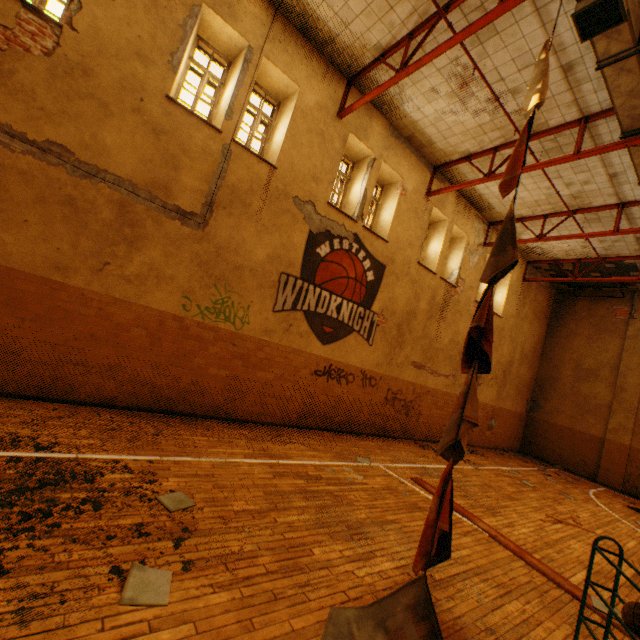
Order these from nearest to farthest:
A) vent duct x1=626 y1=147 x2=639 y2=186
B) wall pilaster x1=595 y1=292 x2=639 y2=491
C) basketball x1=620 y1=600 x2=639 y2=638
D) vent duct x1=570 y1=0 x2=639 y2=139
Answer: basketball x1=620 y1=600 x2=639 y2=638, vent duct x1=570 y1=0 x2=639 y2=139, vent duct x1=626 y1=147 x2=639 y2=186, wall pilaster x1=595 y1=292 x2=639 y2=491

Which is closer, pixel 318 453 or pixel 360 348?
pixel 318 453

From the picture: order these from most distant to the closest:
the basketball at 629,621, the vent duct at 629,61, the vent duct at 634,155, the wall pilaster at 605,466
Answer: the wall pilaster at 605,466 < the vent duct at 634,155 < the vent duct at 629,61 < the basketball at 629,621

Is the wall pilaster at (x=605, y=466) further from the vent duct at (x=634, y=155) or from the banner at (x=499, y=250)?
the banner at (x=499, y=250)

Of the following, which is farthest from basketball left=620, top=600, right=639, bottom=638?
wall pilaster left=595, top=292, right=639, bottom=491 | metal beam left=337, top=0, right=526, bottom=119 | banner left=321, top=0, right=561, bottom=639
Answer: wall pilaster left=595, top=292, right=639, bottom=491

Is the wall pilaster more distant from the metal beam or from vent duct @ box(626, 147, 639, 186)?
the metal beam

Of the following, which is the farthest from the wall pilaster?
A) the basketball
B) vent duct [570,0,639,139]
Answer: the basketball
